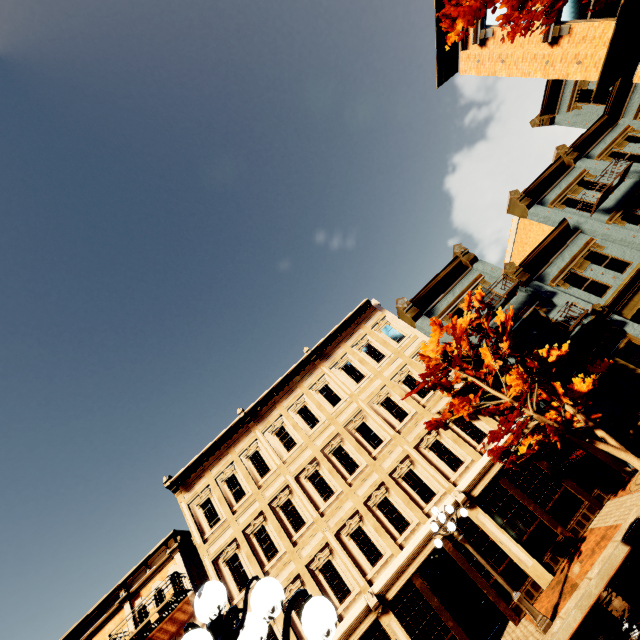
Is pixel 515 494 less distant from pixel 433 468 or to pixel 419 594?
pixel 433 468

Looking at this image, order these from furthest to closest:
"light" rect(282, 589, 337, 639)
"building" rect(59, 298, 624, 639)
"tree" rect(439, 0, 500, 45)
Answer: "building" rect(59, 298, 624, 639) → "tree" rect(439, 0, 500, 45) → "light" rect(282, 589, 337, 639)

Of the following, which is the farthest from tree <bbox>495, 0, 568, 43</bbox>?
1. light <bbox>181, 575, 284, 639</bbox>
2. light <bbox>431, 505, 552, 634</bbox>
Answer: light <bbox>431, 505, 552, 634</bbox>

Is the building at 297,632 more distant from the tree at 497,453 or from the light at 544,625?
the light at 544,625

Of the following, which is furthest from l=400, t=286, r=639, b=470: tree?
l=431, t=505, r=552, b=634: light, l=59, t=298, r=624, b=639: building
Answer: l=431, t=505, r=552, b=634: light

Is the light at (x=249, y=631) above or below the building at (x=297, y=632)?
below

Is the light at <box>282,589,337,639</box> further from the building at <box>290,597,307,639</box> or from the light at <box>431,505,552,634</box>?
the building at <box>290,597,307,639</box>

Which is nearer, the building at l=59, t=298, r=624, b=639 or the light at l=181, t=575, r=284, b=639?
the light at l=181, t=575, r=284, b=639
